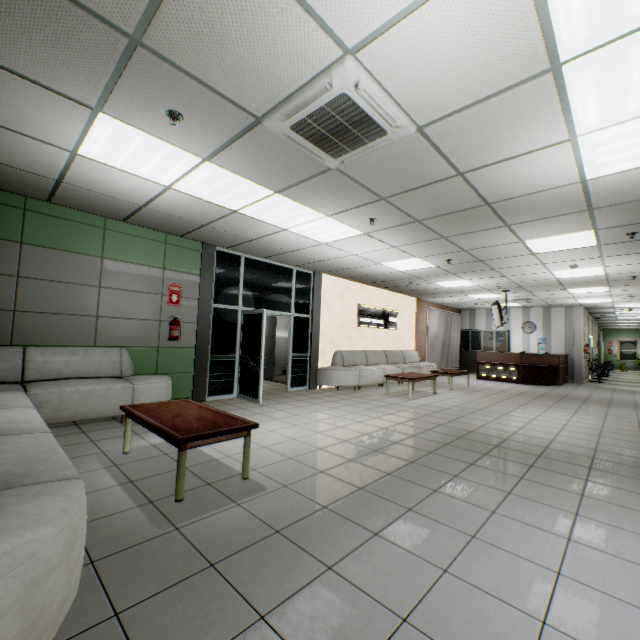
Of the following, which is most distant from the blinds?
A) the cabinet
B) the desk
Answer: the desk

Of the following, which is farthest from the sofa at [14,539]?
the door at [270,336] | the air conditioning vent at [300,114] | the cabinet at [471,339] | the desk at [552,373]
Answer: the cabinet at [471,339]

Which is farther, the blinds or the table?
the blinds

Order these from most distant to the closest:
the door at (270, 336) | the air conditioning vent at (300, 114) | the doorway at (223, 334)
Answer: the door at (270, 336), the doorway at (223, 334), the air conditioning vent at (300, 114)

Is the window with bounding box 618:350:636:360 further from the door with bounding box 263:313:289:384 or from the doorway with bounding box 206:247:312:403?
the doorway with bounding box 206:247:312:403

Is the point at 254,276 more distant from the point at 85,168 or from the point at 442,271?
the point at 442,271

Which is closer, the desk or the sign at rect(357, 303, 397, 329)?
the sign at rect(357, 303, 397, 329)

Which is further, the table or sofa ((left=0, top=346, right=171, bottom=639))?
the table
